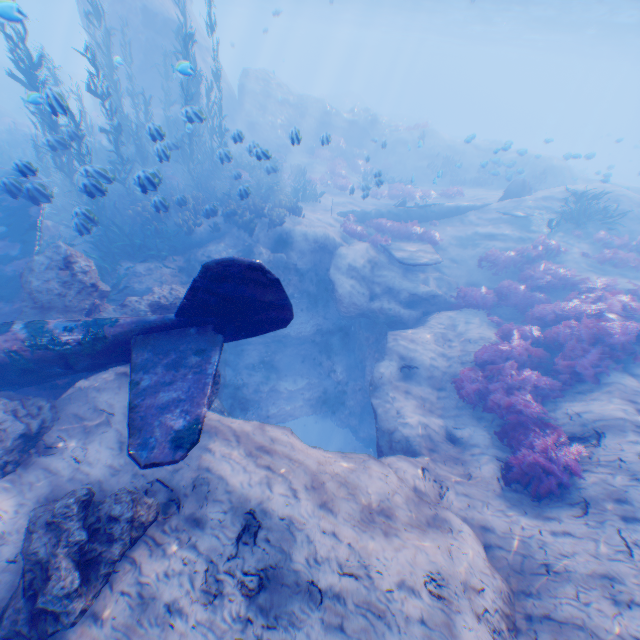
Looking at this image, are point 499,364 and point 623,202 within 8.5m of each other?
no

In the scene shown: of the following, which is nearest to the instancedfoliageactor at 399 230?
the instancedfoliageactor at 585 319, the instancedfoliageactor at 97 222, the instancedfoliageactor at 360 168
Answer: the instancedfoliageactor at 97 222

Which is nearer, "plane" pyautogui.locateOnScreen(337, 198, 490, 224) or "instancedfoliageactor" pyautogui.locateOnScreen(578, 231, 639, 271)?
"instancedfoliageactor" pyautogui.locateOnScreen(578, 231, 639, 271)

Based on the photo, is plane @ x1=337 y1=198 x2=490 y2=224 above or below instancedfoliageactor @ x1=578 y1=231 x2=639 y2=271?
below

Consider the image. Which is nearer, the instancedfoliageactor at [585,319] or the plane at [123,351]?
the plane at [123,351]

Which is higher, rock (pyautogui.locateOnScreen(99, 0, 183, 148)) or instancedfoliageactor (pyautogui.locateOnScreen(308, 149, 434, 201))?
rock (pyautogui.locateOnScreen(99, 0, 183, 148))

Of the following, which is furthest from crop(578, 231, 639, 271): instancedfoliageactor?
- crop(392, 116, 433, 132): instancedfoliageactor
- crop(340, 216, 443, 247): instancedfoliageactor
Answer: crop(392, 116, 433, 132): instancedfoliageactor

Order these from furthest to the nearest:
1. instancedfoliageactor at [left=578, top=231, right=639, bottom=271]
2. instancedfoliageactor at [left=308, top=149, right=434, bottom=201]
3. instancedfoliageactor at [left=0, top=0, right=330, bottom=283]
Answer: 1. instancedfoliageactor at [left=308, top=149, right=434, bottom=201]
2. instancedfoliageactor at [left=578, top=231, right=639, bottom=271]
3. instancedfoliageactor at [left=0, top=0, right=330, bottom=283]
